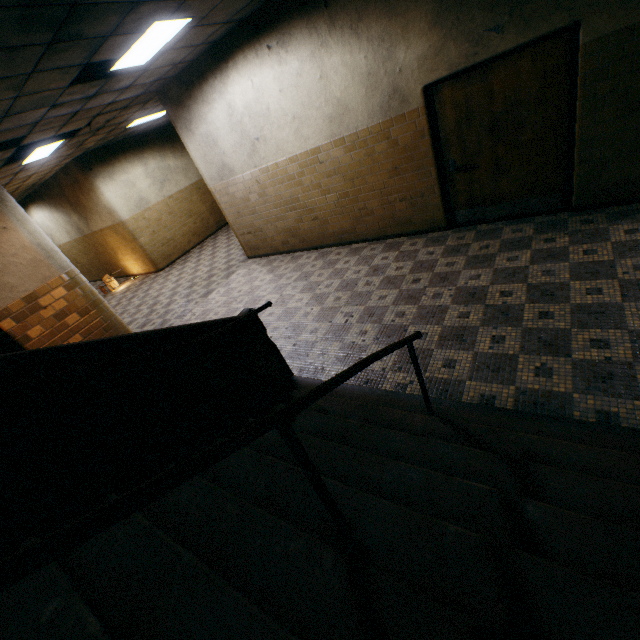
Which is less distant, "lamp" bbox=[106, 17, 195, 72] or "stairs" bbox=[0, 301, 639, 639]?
"stairs" bbox=[0, 301, 639, 639]

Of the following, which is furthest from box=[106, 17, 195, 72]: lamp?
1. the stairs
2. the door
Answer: the door

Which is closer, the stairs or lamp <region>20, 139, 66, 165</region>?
the stairs

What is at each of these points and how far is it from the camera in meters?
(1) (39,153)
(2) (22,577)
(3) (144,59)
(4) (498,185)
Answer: (1) lamp, 7.1
(2) stairs, 0.6
(3) lamp, 4.7
(4) door, 4.9

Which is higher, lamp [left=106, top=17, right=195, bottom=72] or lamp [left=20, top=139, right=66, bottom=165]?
lamp [left=20, top=139, right=66, bottom=165]

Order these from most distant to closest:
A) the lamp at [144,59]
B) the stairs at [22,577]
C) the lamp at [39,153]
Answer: the lamp at [39,153]
the lamp at [144,59]
the stairs at [22,577]

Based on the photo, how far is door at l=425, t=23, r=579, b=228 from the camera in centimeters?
389cm

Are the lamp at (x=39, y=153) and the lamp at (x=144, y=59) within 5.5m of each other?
yes
